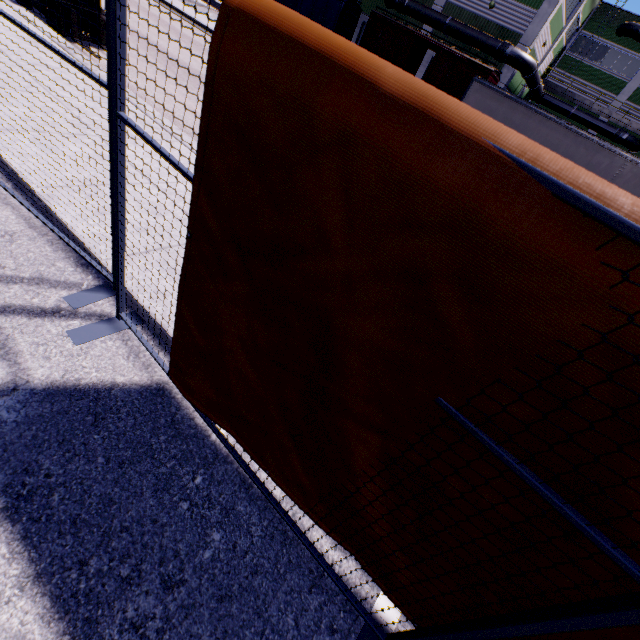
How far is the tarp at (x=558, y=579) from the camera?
1.1m

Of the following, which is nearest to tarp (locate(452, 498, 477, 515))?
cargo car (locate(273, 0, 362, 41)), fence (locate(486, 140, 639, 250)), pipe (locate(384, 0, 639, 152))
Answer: fence (locate(486, 140, 639, 250))

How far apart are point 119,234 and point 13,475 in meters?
1.5

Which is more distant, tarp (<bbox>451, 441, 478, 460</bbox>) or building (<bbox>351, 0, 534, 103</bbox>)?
building (<bbox>351, 0, 534, 103</bbox>)

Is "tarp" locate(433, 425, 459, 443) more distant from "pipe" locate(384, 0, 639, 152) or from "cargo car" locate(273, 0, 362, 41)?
"pipe" locate(384, 0, 639, 152)

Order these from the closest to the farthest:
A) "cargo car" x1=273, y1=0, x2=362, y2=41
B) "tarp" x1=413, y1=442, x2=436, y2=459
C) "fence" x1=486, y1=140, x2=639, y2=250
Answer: "fence" x1=486, y1=140, x2=639, y2=250 < "tarp" x1=413, y1=442, x2=436, y2=459 < "cargo car" x1=273, y1=0, x2=362, y2=41

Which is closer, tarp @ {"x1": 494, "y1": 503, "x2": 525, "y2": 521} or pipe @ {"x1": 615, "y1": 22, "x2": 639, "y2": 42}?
tarp @ {"x1": 494, "y1": 503, "x2": 525, "y2": 521}
